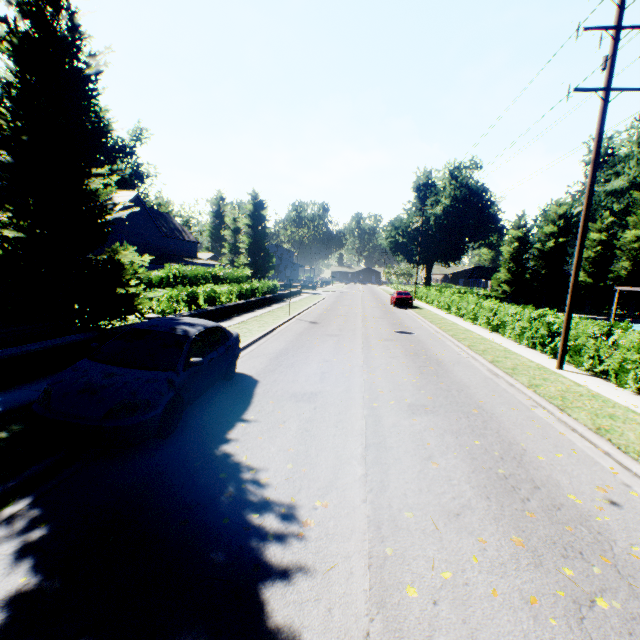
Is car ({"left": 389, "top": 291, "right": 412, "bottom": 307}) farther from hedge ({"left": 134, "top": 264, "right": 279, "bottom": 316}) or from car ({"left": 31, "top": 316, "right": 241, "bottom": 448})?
car ({"left": 31, "top": 316, "right": 241, "bottom": 448})

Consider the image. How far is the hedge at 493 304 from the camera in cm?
1367

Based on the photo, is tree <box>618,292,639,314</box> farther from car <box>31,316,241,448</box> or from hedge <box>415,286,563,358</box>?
car <box>31,316,241,448</box>

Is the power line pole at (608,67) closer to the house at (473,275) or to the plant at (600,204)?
the plant at (600,204)

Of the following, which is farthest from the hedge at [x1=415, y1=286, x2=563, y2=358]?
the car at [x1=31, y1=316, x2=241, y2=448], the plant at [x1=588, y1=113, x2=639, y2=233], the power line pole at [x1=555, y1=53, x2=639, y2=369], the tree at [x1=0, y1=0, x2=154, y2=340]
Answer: the power line pole at [x1=555, y1=53, x2=639, y2=369]

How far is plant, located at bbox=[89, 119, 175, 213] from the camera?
45.4 meters

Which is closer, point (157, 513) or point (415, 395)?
point (157, 513)
